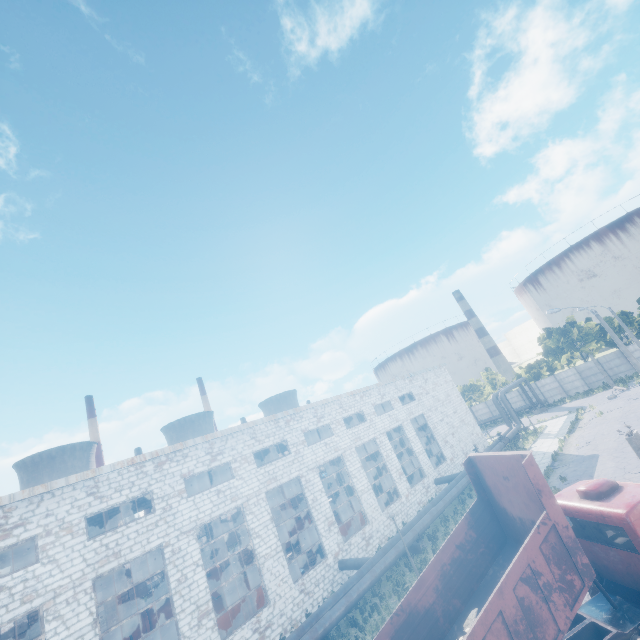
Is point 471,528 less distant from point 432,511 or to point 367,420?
point 432,511

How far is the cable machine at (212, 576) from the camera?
27.3m

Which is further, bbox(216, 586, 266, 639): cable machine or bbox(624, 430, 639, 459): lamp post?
bbox(216, 586, 266, 639): cable machine

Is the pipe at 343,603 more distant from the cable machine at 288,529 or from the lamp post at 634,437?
the cable machine at 288,529

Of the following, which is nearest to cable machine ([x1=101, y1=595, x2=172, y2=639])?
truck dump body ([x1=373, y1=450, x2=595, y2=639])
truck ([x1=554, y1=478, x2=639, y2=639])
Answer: truck dump body ([x1=373, y1=450, x2=595, y2=639])

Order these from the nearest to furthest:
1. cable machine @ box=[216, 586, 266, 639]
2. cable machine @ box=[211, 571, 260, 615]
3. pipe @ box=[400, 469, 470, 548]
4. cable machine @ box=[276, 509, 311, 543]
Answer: cable machine @ box=[216, 586, 266, 639], cable machine @ box=[211, 571, 260, 615], pipe @ box=[400, 469, 470, 548], cable machine @ box=[276, 509, 311, 543]

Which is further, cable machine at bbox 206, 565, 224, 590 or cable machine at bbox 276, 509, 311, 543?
cable machine at bbox 276, 509, 311, 543

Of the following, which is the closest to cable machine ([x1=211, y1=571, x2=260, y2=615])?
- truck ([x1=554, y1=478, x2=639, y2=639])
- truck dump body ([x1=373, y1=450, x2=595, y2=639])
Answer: truck dump body ([x1=373, y1=450, x2=595, y2=639])
